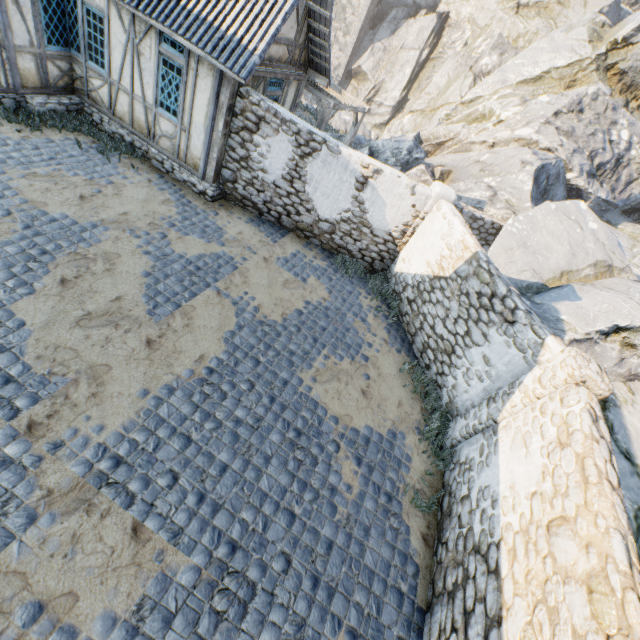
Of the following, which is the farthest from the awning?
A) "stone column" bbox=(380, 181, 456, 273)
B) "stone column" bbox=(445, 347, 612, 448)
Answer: "stone column" bbox=(445, 347, 612, 448)

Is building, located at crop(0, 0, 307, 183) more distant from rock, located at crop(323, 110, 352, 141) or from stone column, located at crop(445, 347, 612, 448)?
stone column, located at crop(445, 347, 612, 448)

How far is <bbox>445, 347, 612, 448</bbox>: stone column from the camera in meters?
5.0 m

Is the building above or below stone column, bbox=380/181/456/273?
below

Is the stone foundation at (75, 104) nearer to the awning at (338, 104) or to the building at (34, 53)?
the building at (34, 53)

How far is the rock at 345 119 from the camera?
18.1 meters

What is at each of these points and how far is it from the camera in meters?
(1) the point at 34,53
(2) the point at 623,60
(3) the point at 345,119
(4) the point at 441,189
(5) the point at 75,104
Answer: (1) building, 8.3
(2) rock, 19.1
(3) rock, 21.2
(4) stone column, 8.7
(5) stone foundation, 9.4

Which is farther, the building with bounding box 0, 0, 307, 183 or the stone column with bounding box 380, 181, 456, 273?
the stone column with bounding box 380, 181, 456, 273
